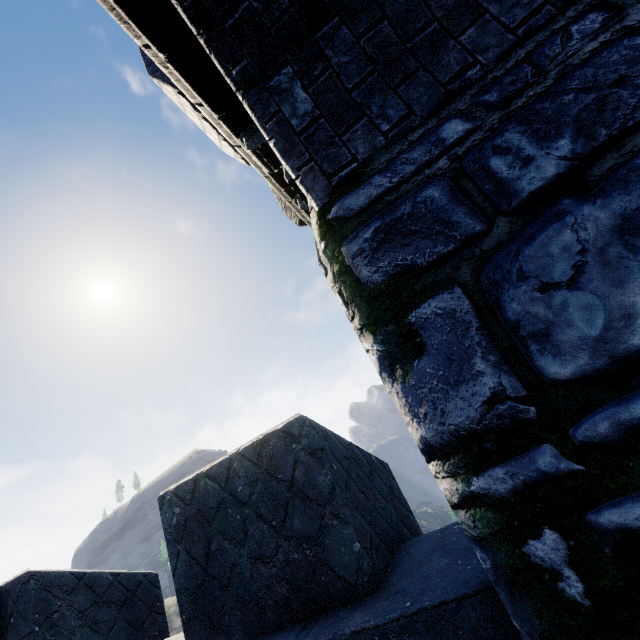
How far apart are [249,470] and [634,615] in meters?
1.8
